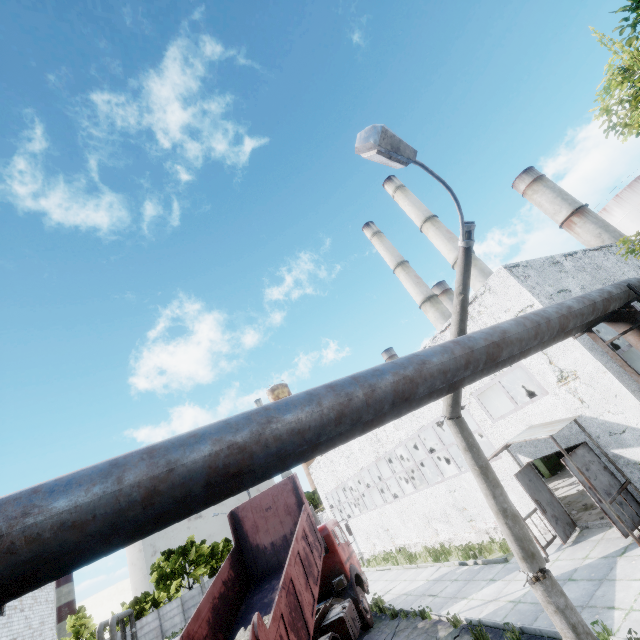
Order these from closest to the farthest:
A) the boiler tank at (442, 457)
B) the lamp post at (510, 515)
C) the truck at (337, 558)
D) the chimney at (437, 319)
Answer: the lamp post at (510, 515) → the truck at (337, 558) → the boiler tank at (442, 457) → the chimney at (437, 319)

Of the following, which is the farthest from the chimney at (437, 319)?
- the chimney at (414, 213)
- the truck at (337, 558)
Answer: the truck at (337, 558)

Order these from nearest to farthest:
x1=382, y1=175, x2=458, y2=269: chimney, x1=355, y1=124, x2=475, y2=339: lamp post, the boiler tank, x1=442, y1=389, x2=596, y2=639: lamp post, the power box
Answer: x1=355, y1=124, x2=475, y2=339: lamp post → x1=442, y1=389, x2=596, y2=639: lamp post → the power box → the boiler tank → x1=382, y1=175, x2=458, y2=269: chimney

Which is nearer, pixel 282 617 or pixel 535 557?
pixel 535 557

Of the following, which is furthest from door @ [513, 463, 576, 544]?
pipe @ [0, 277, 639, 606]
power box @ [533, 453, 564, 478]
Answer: power box @ [533, 453, 564, 478]

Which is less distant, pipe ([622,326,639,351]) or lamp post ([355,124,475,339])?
lamp post ([355,124,475,339])

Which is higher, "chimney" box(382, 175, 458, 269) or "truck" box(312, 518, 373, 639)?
"chimney" box(382, 175, 458, 269)

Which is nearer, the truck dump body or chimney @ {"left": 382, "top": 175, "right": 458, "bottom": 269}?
the truck dump body
